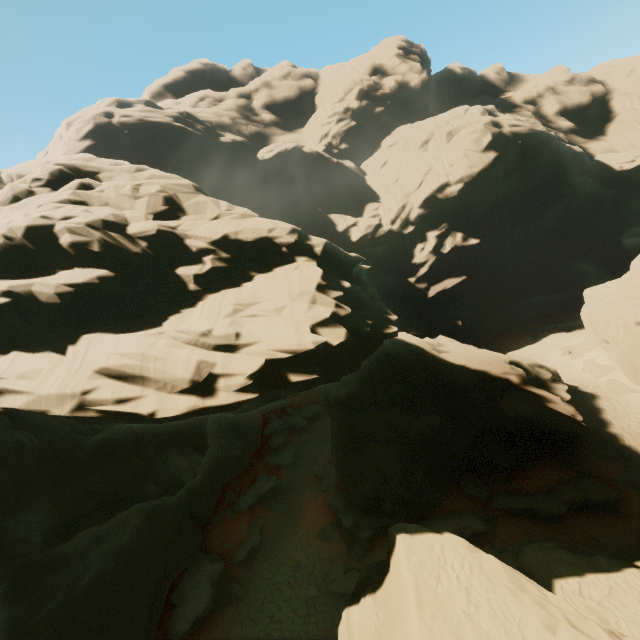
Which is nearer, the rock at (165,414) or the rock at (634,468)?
the rock at (165,414)

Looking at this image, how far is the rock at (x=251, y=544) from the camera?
20.33m

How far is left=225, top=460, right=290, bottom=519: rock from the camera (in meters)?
23.73

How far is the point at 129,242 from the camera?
15.5 meters

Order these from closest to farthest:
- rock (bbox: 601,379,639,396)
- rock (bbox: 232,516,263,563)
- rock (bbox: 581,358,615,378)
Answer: rock (bbox: 232,516,263,563), rock (bbox: 601,379,639,396), rock (bbox: 581,358,615,378)

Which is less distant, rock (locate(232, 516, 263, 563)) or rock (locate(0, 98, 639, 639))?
rock (locate(0, 98, 639, 639))
